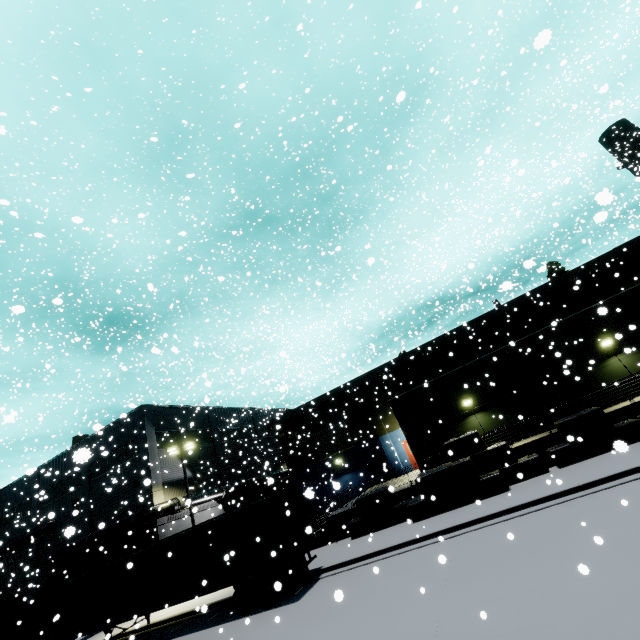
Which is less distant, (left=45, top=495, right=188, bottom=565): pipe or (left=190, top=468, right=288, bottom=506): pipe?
(left=45, top=495, right=188, bottom=565): pipe

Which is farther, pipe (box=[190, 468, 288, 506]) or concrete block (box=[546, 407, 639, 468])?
pipe (box=[190, 468, 288, 506])

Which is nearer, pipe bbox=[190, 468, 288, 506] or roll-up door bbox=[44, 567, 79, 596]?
pipe bbox=[190, 468, 288, 506]

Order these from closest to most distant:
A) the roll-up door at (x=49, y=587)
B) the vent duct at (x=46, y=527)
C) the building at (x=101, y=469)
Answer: the building at (x=101, y=469) < the roll-up door at (x=49, y=587) < the vent duct at (x=46, y=527)

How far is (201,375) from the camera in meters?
7.9

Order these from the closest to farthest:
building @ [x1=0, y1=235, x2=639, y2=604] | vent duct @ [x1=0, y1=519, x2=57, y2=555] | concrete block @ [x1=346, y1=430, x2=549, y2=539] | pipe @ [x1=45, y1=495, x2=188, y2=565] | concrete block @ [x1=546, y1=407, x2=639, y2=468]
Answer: concrete block @ [x1=546, y1=407, x2=639, y2=468] → concrete block @ [x1=346, y1=430, x2=549, y2=539] → building @ [x1=0, y1=235, x2=639, y2=604] → pipe @ [x1=45, y1=495, x2=188, y2=565] → vent duct @ [x1=0, y1=519, x2=57, y2=555]

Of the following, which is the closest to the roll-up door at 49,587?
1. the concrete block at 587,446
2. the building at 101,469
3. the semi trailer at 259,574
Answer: the building at 101,469

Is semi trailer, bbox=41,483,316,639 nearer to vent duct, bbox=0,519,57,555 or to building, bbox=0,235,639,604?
building, bbox=0,235,639,604
